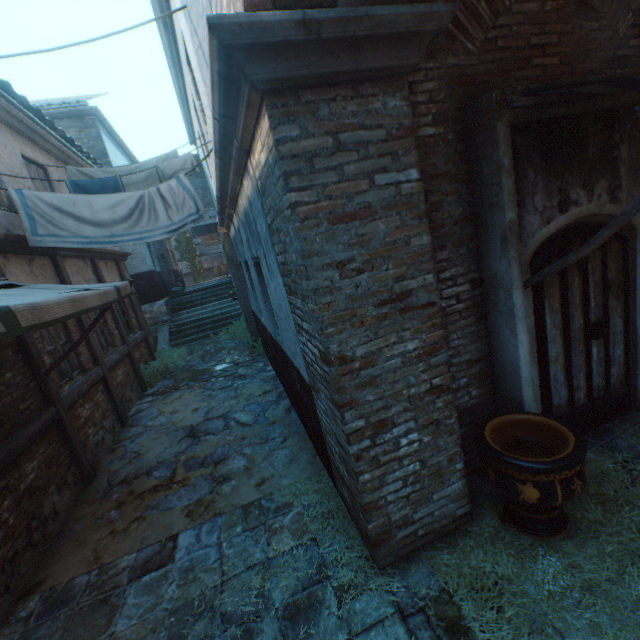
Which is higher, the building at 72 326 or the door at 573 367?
the building at 72 326

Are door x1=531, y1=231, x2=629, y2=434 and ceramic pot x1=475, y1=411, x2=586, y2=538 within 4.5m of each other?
yes

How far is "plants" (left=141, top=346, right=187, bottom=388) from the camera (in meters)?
9.09

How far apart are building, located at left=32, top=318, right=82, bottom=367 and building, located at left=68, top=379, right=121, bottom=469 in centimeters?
24cm

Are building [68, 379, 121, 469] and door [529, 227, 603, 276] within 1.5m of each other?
no

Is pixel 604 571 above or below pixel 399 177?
below

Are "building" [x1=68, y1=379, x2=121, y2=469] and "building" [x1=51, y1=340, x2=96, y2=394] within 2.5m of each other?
yes

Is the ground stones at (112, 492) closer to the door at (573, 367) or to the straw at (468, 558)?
the straw at (468, 558)
